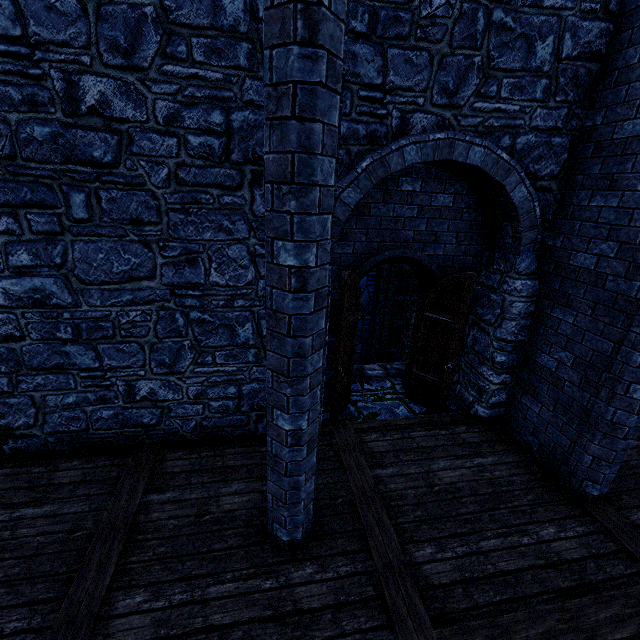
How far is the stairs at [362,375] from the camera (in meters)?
6.80

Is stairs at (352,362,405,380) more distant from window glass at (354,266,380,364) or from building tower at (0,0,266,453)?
window glass at (354,266,380,364)

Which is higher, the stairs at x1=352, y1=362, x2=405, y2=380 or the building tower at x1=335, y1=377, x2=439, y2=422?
the stairs at x1=352, y1=362, x2=405, y2=380

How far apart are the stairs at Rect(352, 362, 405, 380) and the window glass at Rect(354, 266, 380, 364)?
1.1 meters

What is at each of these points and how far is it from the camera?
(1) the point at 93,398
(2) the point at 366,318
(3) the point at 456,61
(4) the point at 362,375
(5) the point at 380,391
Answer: (1) building tower, 4.39m
(2) window glass, 8.07m
(3) building tower, 3.63m
(4) stairs, 6.84m
(5) building tower, 6.47m

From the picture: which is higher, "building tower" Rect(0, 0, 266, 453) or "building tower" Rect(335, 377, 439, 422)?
"building tower" Rect(0, 0, 266, 453)

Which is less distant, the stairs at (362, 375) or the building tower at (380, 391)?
the building tower at (380, 391)
